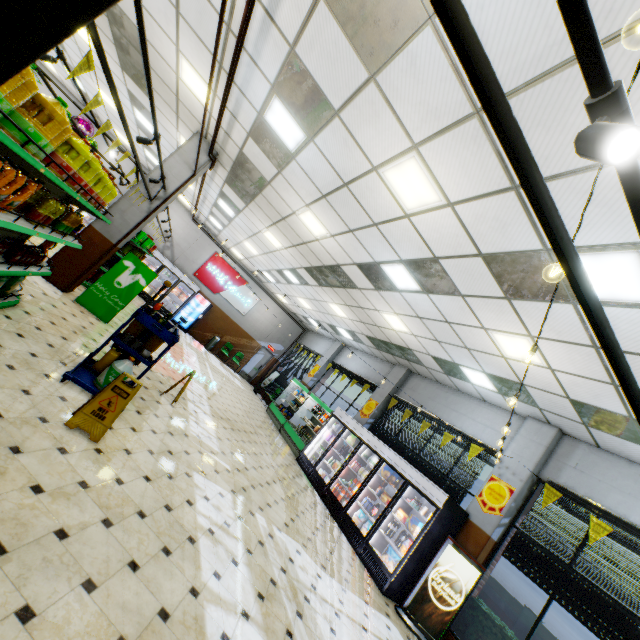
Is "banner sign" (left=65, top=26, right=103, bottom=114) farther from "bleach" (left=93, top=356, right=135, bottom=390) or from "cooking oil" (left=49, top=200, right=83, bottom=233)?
"bleach" (left=93, top=356, right=135, bottom=390)

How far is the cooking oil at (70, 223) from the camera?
4.3m

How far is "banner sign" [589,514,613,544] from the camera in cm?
548

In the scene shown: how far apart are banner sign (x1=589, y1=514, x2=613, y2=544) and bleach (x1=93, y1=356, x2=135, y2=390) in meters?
8.1

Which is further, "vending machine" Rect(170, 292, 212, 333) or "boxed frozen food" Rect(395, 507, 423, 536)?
"vending machine" Rect(170, 292, 212, 333)

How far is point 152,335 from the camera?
5.50m

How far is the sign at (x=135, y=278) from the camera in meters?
7.7

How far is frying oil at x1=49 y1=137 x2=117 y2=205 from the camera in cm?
330
